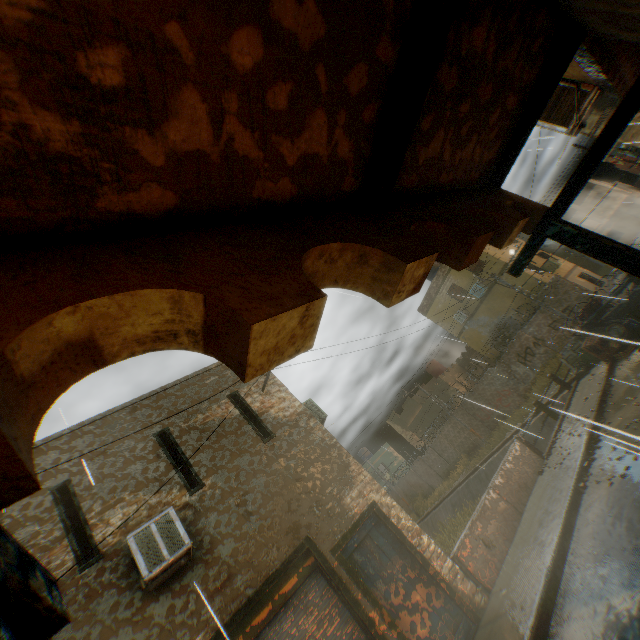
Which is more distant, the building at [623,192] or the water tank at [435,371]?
the building at [623,192]

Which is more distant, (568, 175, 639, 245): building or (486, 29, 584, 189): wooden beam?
(568, 175, 639, 245): building

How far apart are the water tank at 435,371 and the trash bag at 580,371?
22.17m

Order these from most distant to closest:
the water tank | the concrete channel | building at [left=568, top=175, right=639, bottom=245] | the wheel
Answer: building at [left=568, top=175, right=639, bottom=245]
the water tank
the concrete channel
the wheel

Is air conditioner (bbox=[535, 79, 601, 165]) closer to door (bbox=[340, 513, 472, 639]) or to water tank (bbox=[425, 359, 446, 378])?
door (bbox=[340, 513, 472, 639])

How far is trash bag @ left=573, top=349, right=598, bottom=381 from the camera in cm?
1270

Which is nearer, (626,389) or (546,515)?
(546,515)

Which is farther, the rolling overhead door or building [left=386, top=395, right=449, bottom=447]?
building [left=386, top=395, right=449, bottom=447]
